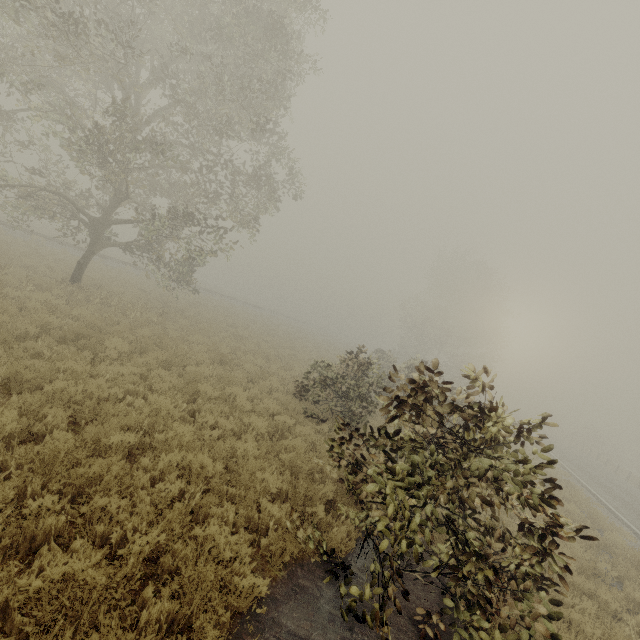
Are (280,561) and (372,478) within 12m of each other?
yes
